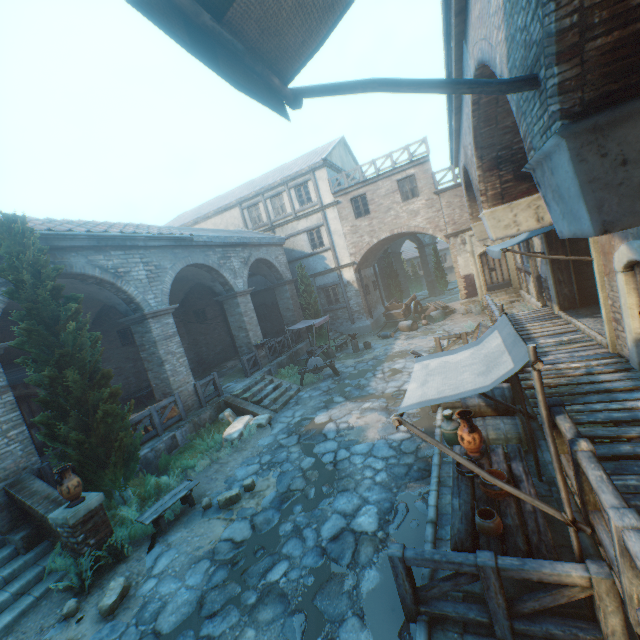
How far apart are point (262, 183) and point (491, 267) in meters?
16.6 m

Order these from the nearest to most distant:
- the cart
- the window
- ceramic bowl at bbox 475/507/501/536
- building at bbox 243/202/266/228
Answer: ceramic bowl at bbox 475/507/501/536 < the window < the cart < building at bbox 243/202/266/228

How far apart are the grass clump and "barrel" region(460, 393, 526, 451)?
6.98m

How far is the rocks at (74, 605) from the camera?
5.5 meters

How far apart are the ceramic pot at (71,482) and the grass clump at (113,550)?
0.77m

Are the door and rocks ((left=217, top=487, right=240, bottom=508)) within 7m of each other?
no

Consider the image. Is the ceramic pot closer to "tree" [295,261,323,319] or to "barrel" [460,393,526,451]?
"tree" [295,261,323,319]

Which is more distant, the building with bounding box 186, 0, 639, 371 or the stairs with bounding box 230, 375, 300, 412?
the stairs with bounding box 230, 375, 300, 412
